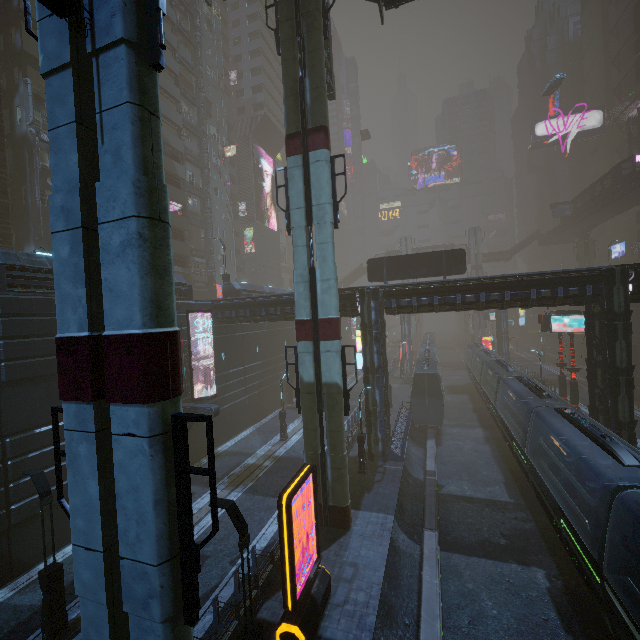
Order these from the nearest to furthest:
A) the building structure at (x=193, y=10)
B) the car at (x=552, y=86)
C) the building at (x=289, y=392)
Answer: the building at (x=289, y=392), the building structure at (x=193, y=10), the car at (x=552, y=86)

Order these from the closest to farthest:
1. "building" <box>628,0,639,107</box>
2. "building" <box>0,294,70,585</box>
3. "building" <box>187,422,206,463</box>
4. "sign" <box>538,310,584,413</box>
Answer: "building" <box>0,294,70,585</box>
"building" <box>187,422,206,463</box>
"sign" <box>538,310,584,413</box>
"building" <box>628,0,639,107</box>

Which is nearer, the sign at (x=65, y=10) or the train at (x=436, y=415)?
the sign at (x=65, y=10)

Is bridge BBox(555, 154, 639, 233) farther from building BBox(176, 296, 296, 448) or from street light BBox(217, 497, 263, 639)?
Answer: street light BBox(217, 497, 263, 639)

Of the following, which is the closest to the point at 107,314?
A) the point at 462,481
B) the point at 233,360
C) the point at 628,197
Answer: the point at 462,481

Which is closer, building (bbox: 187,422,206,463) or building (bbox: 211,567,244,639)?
building (bbox: 211,567,244,639)

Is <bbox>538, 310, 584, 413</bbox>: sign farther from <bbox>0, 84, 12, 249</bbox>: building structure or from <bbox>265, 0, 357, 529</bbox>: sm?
<bbox>0, 84, 12, 249</bbox>: building structure

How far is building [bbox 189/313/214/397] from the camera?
24.0m
